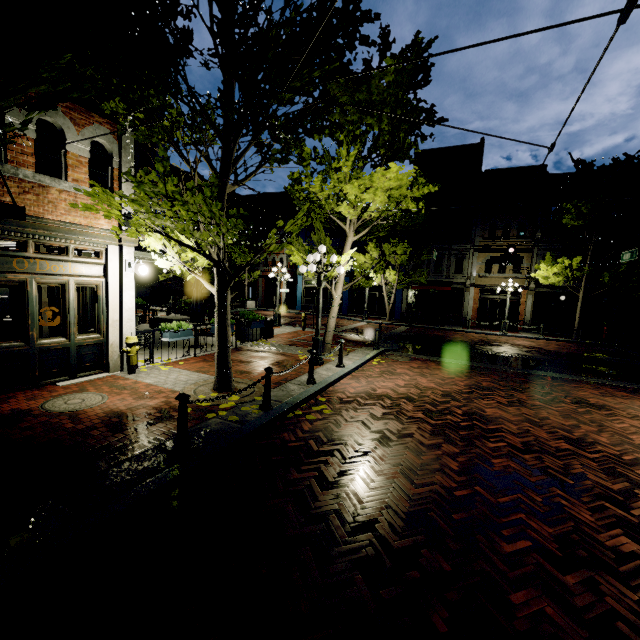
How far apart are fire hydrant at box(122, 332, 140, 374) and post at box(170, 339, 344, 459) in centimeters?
397cm

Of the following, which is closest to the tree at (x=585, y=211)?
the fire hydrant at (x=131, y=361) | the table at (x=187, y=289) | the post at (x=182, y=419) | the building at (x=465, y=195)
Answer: the building at (x=465, y=195)

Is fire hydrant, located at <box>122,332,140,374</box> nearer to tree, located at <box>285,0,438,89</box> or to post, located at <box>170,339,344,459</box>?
tree, located at <box>285,0,438,89</box>

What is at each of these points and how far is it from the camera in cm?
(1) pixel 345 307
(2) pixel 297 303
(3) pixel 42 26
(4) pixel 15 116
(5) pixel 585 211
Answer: (1) building, 3042
(2) building, 3259
(3) building, 612
(4) building, 594
(5) tree, 1844

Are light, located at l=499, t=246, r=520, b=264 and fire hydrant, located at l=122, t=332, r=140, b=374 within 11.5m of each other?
no

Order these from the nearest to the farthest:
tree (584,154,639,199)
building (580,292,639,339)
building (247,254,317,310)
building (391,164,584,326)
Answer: tree (584,154,639,199)
building (580,292,639,339)
building (391,164,584,326)
building (247,254,317,310)

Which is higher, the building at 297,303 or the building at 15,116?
the building at 15,116

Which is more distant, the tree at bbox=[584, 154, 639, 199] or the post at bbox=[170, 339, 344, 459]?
the tree at bbox=[584, 154, 639, 199]
